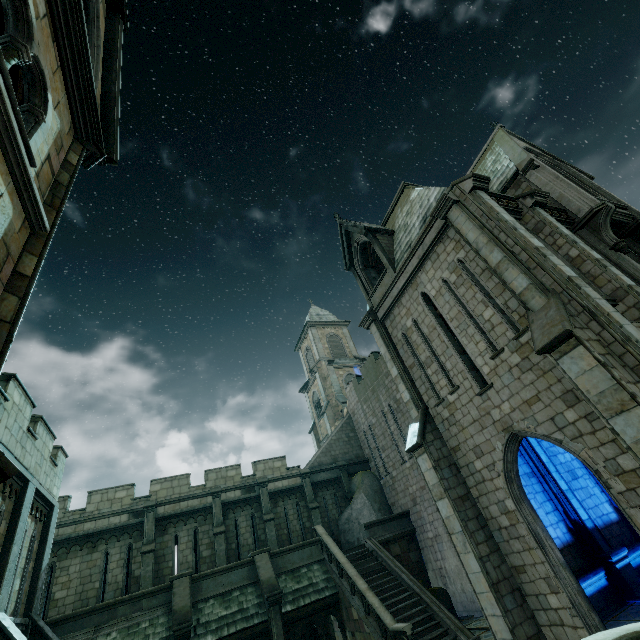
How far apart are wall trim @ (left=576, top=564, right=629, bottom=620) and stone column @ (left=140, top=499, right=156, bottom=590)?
16.7m

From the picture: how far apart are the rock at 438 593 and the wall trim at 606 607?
6.3 meters

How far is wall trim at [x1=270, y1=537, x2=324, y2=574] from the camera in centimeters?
1548cm

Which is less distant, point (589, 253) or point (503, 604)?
point (503, 604)

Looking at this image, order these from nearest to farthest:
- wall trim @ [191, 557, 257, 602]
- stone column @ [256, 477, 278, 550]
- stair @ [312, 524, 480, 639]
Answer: stair @ [312, 524, 480, 639], wall trim @ [191, 557, 257, 602], stone column @ [256, 477, 278, 550]

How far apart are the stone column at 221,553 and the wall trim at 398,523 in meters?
7.3

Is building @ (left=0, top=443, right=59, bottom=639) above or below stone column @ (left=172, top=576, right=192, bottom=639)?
above

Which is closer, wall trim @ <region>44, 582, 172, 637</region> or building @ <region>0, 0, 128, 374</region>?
building @ <region>0, 0, 128, 374</region>
